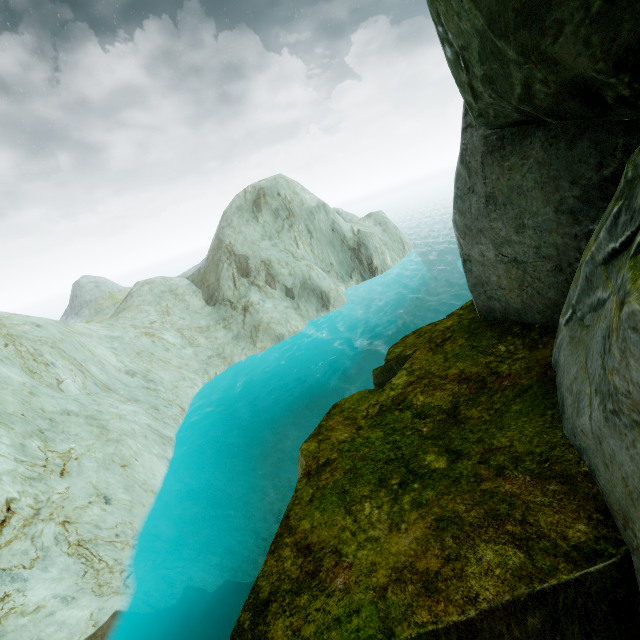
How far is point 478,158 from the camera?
4.20m
